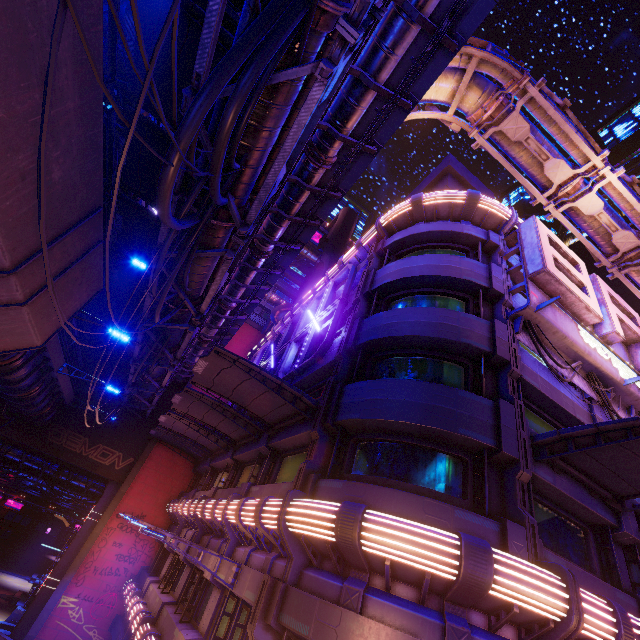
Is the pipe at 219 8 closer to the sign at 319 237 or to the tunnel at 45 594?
the tunnel at 45 594

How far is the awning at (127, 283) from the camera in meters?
19.6

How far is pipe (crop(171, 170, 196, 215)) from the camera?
7.7 meters

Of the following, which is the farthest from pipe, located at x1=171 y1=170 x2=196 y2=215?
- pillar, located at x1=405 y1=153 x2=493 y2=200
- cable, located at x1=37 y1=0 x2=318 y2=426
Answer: pillar, located at x1=405 y1=153 x2=493 y2=200

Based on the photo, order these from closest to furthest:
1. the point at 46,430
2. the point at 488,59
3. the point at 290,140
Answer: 1. the point at 290,140
2. the point at 488,59
3. the point at 46,430

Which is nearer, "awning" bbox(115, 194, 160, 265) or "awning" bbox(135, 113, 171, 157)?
"awning" bbox(135, 113, 171, 157)

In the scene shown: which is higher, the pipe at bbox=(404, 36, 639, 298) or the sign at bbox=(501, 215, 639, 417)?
the pipe at bbox=(404, 36, 639, 298)

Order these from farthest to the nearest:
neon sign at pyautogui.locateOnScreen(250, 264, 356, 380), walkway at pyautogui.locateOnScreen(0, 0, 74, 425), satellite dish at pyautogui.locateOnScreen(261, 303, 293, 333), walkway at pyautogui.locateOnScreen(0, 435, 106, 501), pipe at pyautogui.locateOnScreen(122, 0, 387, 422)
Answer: satellite dish at pyautogui.locateOnScreen(261, 303, 293, 333) < walkway at pyautogui.locateOnScreen(0, 435, 106, 501) < neon sign at pyautogui.locateOnScreen(250, 264, 356, 380) < pipe at pyautogui.locateOnScreen(122, 0, 387, 422) < walkway at pyautogui.locateOnScreen(0, 0, 74, 425)
